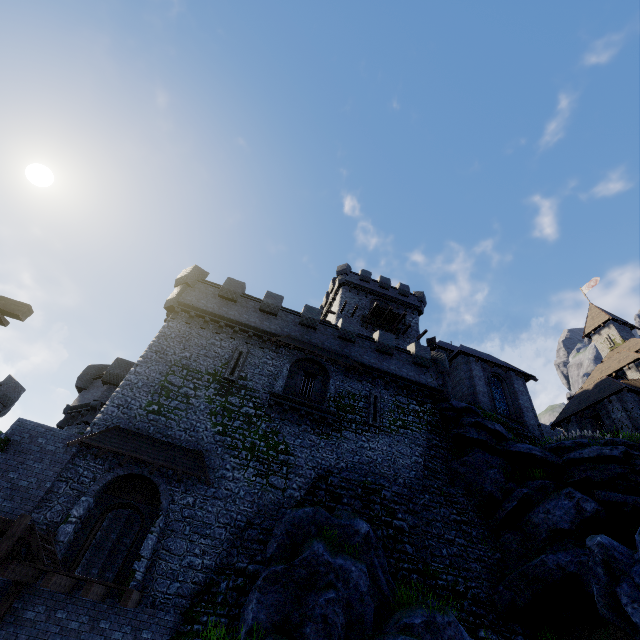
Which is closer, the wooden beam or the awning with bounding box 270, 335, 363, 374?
the wooden beam

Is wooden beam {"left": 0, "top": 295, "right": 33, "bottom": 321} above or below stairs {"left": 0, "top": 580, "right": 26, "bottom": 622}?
above

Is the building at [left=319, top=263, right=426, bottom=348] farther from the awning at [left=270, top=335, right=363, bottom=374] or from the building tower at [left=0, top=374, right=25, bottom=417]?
the building tower at [left=0, top=374, right=25, bottom=417]

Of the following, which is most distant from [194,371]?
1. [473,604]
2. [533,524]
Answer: [533,524]

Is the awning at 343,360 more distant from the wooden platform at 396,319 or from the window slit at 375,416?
the wooden platform at 396,319

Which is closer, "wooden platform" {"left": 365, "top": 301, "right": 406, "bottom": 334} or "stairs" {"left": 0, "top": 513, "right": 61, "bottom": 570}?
"stairs" {"left": 0, "top": 513, "right": 61, "bottom": 570}

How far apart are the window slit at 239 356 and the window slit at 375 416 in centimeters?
829cm

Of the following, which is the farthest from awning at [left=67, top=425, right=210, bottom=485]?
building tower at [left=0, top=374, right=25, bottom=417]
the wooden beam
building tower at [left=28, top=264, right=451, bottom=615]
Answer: building tower at [left=0, top=374, right=25, bottom=417]
